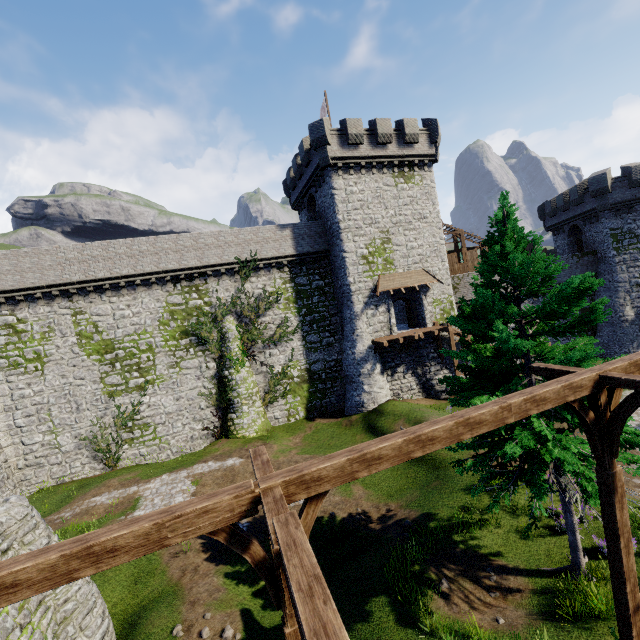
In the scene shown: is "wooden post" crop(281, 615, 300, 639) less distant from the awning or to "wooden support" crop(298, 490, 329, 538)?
"wooden support" crop(298, 490, 329, 538)

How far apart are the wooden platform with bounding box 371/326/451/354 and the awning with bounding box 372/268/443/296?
3.09m

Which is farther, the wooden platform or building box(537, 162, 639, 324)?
building box(537, 162, 639, 324)

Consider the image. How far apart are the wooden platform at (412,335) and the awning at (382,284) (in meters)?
3.09

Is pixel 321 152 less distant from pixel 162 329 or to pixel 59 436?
pixel 162 329

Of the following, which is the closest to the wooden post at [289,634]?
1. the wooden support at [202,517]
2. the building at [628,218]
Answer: the wooden support at [202,517]

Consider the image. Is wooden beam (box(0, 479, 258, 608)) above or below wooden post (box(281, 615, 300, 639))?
above

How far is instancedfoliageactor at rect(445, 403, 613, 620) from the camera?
7.4 meters
